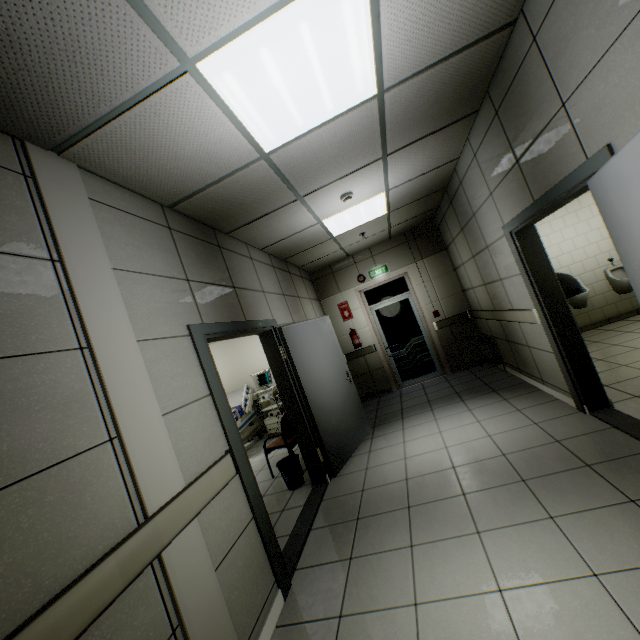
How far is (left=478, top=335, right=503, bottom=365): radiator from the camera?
5.85m

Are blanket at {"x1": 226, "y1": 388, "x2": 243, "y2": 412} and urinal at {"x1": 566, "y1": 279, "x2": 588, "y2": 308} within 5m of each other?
no

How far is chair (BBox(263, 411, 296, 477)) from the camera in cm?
470

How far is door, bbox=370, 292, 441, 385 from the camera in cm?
732

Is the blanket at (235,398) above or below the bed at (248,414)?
above

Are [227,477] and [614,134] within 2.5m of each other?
no

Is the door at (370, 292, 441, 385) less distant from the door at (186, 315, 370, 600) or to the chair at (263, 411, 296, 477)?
the door at (186, 315, 370, 600)

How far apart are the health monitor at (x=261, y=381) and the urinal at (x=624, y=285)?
6.99m
